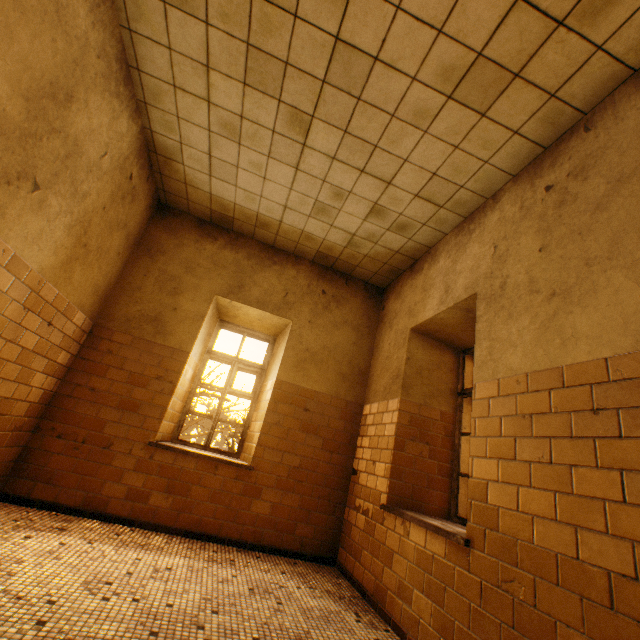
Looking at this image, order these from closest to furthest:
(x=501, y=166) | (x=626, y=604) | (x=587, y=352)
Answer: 1. (x=626, y=604)
2. (x=587, y=352)
3. (x=501, y=166)

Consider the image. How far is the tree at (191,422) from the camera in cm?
951

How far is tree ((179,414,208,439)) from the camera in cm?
951
